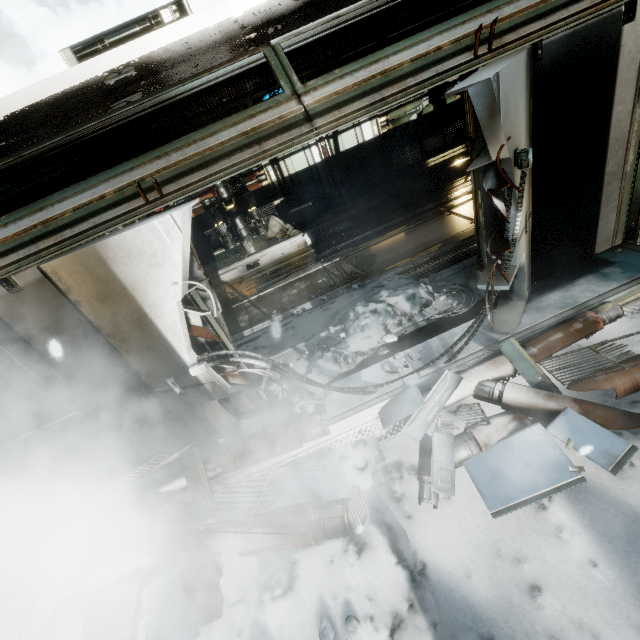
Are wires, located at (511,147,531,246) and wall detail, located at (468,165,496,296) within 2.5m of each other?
yes

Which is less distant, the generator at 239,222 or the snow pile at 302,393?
the snow pile at 302,393

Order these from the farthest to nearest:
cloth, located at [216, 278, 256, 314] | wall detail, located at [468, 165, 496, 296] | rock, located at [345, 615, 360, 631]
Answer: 1. cloth, located at [216, 278, 256, 314]
2. wall detail, located at [468, 165, 496, 296]
3. rock, located at [345, 615, 360, 631]

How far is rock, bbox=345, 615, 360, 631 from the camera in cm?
234

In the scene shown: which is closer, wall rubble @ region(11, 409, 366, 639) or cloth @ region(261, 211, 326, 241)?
wall rubble @ region(11, 409, 366, 639)

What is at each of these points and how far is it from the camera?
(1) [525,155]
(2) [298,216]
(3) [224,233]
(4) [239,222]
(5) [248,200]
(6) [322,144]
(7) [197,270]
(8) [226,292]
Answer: (1) wires, 2.7 meters
(2) crate, 10.4 meters
(3) generator, 9.6 meters
(4) generator, 9.5 meters
(5) generator, 9.3 meters
(6) wall detail, 10.2 meters
(7) wall detail, 3.4 meters
(8) cloth, 9.1 meters

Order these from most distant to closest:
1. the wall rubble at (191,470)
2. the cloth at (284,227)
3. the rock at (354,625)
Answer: the cloth at (284,227), the wall rubble at (191,470), the rock at (354,625)

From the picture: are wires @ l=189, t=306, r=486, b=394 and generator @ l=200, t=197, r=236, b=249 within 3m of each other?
no
